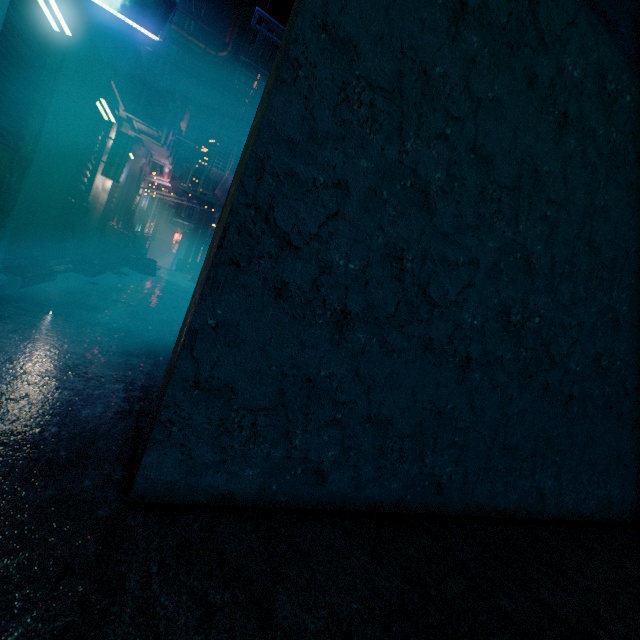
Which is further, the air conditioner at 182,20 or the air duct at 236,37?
the air conditioner at 182,20

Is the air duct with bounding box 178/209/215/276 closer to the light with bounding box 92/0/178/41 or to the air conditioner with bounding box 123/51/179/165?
the air conditioner with bounding box 123/51/179/165

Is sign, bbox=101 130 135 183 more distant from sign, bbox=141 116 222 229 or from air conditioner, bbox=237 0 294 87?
air conditioner, bbox=237 0 294 87

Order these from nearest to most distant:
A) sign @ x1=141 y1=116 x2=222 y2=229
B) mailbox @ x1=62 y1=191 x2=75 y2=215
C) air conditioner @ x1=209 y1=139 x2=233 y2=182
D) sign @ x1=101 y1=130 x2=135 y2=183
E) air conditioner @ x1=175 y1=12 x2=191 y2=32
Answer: mailbox @ x1=62 y1=191 x2=75 y2=215 < sign @ x1=101 y1=130 x2=135 y2=183 < sign @ x1=141 y1=116 x2=222 y2=229 < air conditioner @ x1=209 y1=139 x2=233 y2=182 < air conditioner @ x1=175 y1=12 x2=191 y2=32

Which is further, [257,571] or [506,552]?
[506,552]

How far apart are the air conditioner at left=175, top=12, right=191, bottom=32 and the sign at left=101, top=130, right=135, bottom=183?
12.83m

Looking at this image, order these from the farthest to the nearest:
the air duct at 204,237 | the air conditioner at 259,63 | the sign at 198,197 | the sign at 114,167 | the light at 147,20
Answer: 1. the air duct at 204,237
2. the sign at 198,197
3. the sign at 114,167
4. the air conditioner at 259,63
5. the light at 147,20

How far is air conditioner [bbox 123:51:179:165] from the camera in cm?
567
